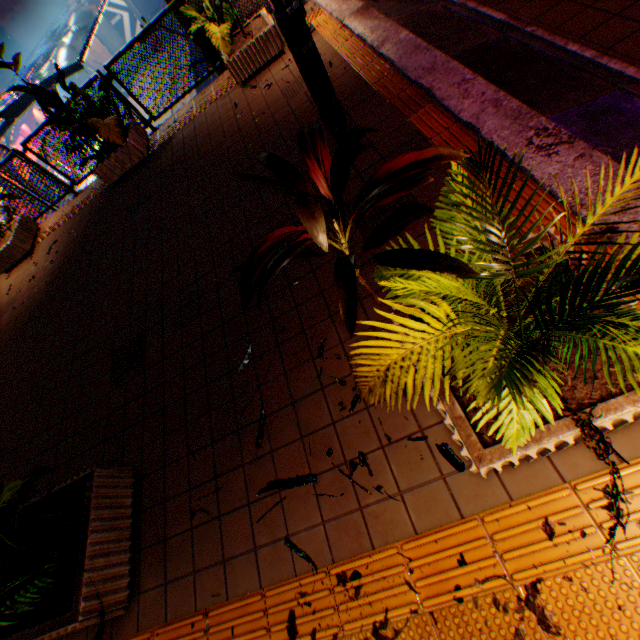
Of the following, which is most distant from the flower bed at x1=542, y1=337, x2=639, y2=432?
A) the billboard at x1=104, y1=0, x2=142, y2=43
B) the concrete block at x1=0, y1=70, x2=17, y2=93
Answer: the billboard at x1=104, y1=0, x2=142, y2=43

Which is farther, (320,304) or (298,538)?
(320,304)

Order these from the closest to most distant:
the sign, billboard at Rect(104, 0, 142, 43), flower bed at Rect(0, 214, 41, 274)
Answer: the sign < flower bed at Rect(0, 214, 41, 274) < billboard at Rect(104, 0, 142, 43)

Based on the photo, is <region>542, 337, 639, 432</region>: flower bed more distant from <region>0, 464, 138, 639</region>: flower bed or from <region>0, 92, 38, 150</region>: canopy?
<region>0, 92, 38, 150</region>: canopy

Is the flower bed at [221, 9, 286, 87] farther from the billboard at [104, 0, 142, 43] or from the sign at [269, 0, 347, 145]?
the billboard at [104, 0, 142, 43]

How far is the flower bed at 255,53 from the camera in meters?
5.4 m

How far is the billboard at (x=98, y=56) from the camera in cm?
3500

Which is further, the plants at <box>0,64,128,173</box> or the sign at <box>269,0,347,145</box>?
the plants at <box>0,64,128,173</box>
